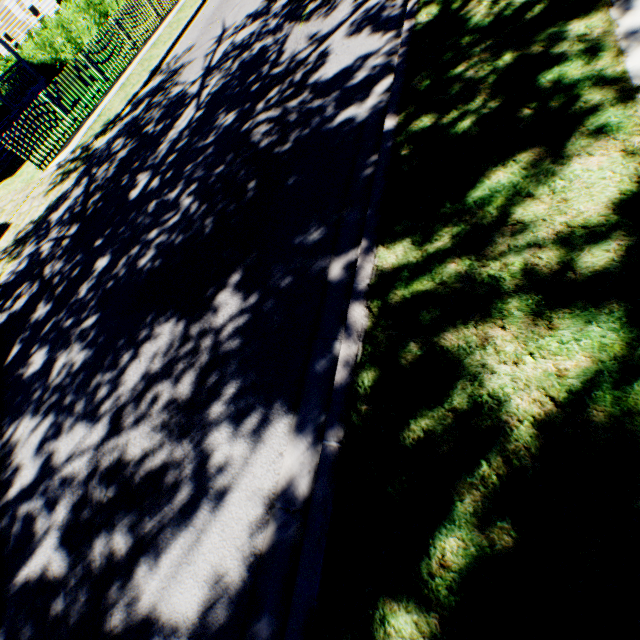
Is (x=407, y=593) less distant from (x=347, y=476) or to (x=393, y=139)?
(x=347, y=476)
